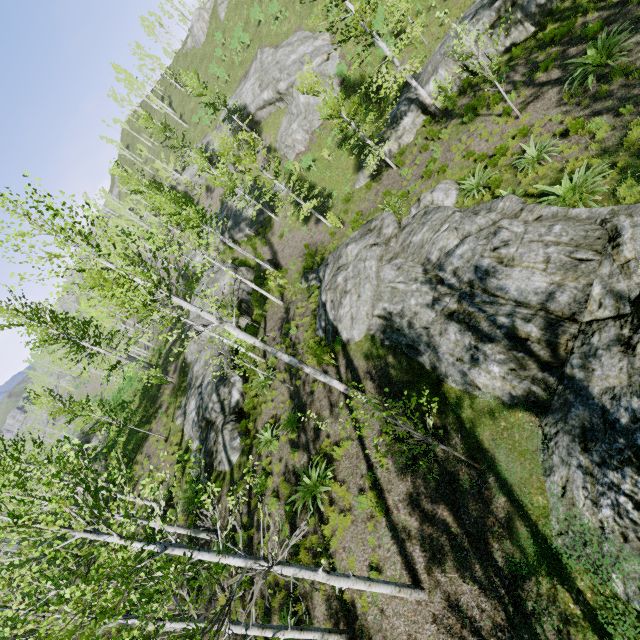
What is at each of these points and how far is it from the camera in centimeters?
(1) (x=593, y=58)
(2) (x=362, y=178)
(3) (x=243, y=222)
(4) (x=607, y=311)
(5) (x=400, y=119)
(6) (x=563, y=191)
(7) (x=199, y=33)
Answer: (1) instancedfoliageactor, 1079cm
(2) rock, 2223cm
(3) rock, 3222cm
(4) rock, 660cm
(5) rock, 1970cm
(6) instancedfoliageactor, 899cm
(7) rock, 5197cm

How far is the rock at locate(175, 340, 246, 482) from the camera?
14.72m

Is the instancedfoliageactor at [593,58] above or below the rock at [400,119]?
below

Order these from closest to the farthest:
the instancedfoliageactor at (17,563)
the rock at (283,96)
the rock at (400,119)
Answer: the instancedfoliageactor at (17,563) → the rock at (400,119) → the rock at (283,96)

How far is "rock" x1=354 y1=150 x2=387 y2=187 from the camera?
21.0m

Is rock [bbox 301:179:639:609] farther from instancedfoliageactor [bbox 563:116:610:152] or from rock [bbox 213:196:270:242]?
rock [bbox 213:196:270:242]

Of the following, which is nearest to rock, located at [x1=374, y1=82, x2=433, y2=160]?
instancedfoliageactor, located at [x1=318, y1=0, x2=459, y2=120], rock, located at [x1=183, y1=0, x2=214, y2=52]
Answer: instancedfoliageactor, located at [x1=318, y1=0, x2=459, y2=120]

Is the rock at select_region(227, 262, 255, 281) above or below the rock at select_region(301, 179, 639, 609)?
above
